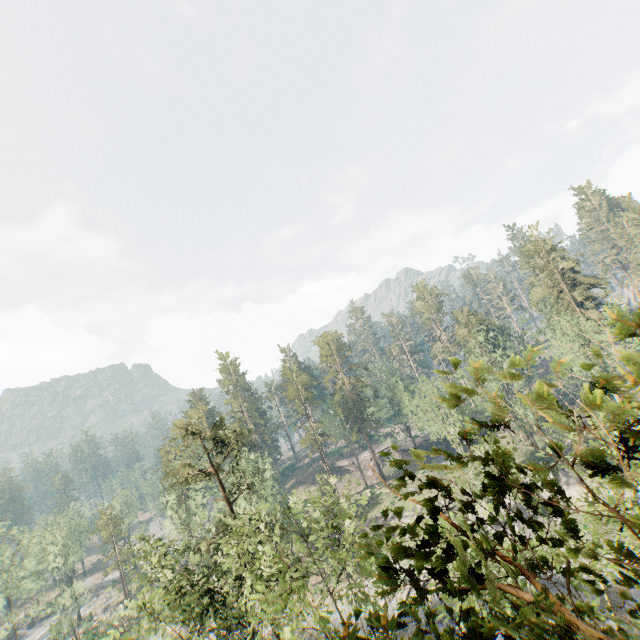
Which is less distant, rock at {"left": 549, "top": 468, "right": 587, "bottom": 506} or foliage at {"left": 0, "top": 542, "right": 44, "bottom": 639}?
rock at {"left": 549, "top": 468, "right": 587, "bottom": 506}

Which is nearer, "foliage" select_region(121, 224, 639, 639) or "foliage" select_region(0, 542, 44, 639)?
"foliage" select_region(121, 224, 639, 639)

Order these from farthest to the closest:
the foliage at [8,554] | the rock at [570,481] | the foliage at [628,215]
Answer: the foliage at [628,215]
the foliage at [8,554]
the rock at [570,481]

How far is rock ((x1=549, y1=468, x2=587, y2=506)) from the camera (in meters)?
39.41

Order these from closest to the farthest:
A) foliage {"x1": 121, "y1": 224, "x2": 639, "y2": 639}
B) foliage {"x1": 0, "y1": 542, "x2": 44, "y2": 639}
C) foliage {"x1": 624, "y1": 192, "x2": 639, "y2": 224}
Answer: foliage {"x1": 121, "y1": 224, "x2": 639, "y2": 639}, foliage {"x1": 0, "y1": 542, "x2": 44, "y2": 639}, foliage {"x1": 624, "y1": 192, "x2": 639, "y2": 224}

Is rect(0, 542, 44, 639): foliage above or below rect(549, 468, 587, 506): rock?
above

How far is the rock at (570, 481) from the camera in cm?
3941

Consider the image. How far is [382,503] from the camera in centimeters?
5441cm
